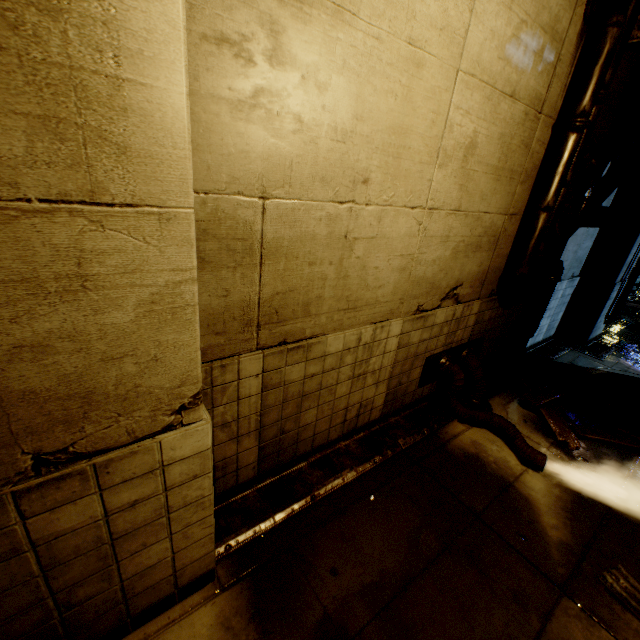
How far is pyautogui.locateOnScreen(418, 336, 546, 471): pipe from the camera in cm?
451

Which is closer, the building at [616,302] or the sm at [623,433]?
the building at [616,302]

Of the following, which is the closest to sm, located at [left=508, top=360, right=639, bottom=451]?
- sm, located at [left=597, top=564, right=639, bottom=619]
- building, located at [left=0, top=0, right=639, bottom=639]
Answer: building, located at [left=0, top=0, right=639, bottom=639]

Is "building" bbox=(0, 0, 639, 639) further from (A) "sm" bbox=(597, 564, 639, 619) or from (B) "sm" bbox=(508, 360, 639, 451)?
(A) "sm" bbox=(597, 564, 639, 619)

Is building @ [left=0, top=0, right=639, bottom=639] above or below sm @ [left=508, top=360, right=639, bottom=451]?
above

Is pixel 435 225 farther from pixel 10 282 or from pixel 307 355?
pixel 10 282

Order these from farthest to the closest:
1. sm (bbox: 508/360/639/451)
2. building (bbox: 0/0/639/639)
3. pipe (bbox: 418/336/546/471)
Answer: sm (bbox: 508/360/639/451)
pipe (bbox: 418/336/546/471)
building (bbox: 0/0/639/639)

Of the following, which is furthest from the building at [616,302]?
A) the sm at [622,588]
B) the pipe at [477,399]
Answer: the sm at [622,588]
